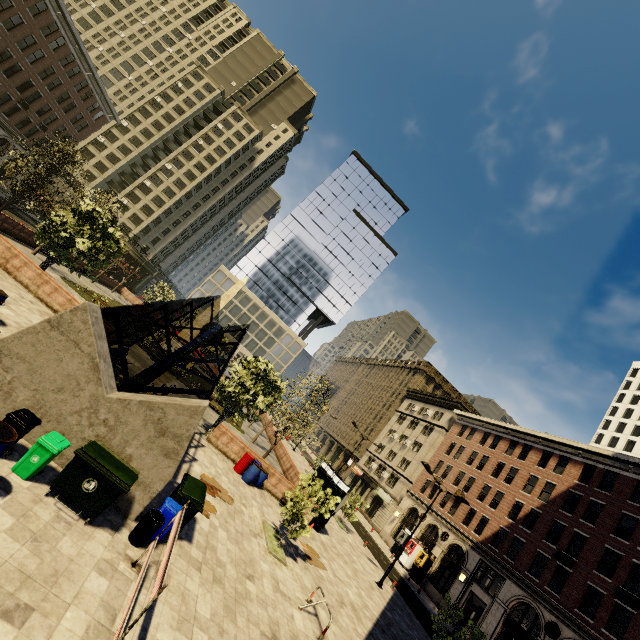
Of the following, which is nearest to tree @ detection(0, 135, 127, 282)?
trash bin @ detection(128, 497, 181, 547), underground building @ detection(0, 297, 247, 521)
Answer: underground building @ detection(0, 297, 247, 521)

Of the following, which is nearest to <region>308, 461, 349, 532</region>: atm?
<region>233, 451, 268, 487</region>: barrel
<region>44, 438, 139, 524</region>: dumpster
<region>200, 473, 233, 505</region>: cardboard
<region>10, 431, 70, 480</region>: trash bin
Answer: <region>233, 451, 268, 487</region>: barrel

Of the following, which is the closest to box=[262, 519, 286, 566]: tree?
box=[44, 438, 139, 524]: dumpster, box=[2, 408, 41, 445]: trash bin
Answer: box=[44, 438, 139, 524]: dumpster

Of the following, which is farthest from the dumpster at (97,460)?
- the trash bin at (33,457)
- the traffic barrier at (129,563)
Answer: the traffic barrier at (129,563)

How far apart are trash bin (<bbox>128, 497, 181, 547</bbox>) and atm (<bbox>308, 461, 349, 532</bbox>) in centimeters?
1498cm

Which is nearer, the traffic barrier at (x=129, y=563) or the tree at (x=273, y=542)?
the traffic barrier at (x=129, y=563)

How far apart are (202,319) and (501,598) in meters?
37.4 m

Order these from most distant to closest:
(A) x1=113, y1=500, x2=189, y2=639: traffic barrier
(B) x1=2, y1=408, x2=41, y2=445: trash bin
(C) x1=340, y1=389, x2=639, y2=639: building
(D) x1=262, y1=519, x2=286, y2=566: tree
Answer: (C) x1=340, y1=389, x2=639, y2=639: building
(D) x1=262, y1=519, x2=286, y2=566: tree
(B) x1=2, y1=408, x2=41, y2=445: trash bin
(A) x1=113, y1=500, x2=189, y2=639: traffic barrier
